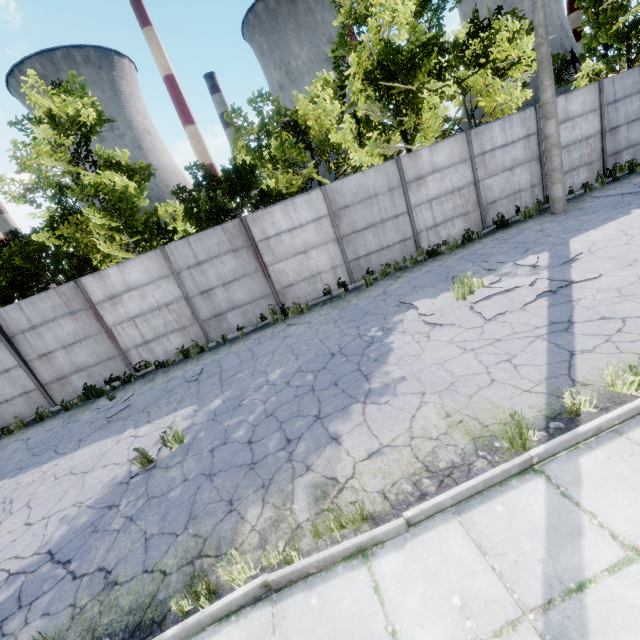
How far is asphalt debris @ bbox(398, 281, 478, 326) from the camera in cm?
693

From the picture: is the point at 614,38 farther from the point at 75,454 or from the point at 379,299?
the point at 75,454

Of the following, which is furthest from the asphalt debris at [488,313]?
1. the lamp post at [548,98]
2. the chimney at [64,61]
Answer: the chimney at [64,61]

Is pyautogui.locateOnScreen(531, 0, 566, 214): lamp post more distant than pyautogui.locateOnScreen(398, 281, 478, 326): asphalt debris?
Yes

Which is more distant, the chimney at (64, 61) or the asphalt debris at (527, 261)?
the chimney at (64, 61)

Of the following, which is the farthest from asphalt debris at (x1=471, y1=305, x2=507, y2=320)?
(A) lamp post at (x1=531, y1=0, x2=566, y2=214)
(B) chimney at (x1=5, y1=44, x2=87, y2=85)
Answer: (B) chimney at (x1=5, y1=44, x2=87, y2=85)

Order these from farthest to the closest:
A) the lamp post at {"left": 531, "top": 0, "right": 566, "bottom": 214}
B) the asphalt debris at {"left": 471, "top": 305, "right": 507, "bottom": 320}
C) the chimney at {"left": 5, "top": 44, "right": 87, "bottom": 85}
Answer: the chimney at {"left": 5, "top": 44, "right": 87, "bottom": 85} < the lamp post at {"left": 531, "top": 0, "right": 566, "bottom": 214} < the asphalt debris at {"left": 471, "top": 305, "right": 507, "bottom": 320}
